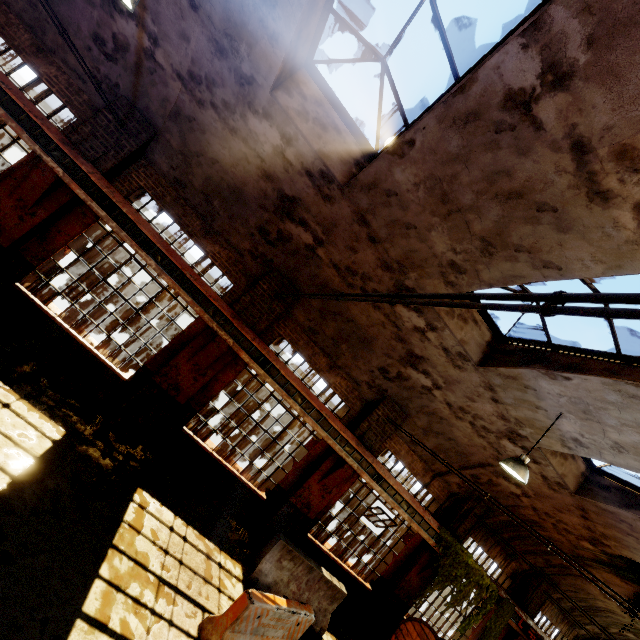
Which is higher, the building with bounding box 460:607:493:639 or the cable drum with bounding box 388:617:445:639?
the building with bounding box 460:607:493:639

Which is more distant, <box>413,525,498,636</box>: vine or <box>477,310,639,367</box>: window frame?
<box>413,525,498,636</box>: vine

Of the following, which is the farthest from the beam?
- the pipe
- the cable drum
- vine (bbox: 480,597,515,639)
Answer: vine (bbox: 480,597,515,639)

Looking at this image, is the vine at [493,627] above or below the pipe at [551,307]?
below

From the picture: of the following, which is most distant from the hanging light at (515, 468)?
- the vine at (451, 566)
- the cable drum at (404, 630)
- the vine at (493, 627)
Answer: the vine at (493, 627)

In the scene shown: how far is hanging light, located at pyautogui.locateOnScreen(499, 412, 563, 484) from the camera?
6.2m

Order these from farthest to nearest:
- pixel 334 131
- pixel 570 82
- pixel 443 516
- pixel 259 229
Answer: pixel 443 516
pixel 259 229
pixel 334 131
pixel 570 82

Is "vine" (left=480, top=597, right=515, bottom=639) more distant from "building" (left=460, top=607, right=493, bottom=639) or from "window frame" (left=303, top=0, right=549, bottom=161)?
"window frame" (left=303, top=0, right=549, bottom=161)
